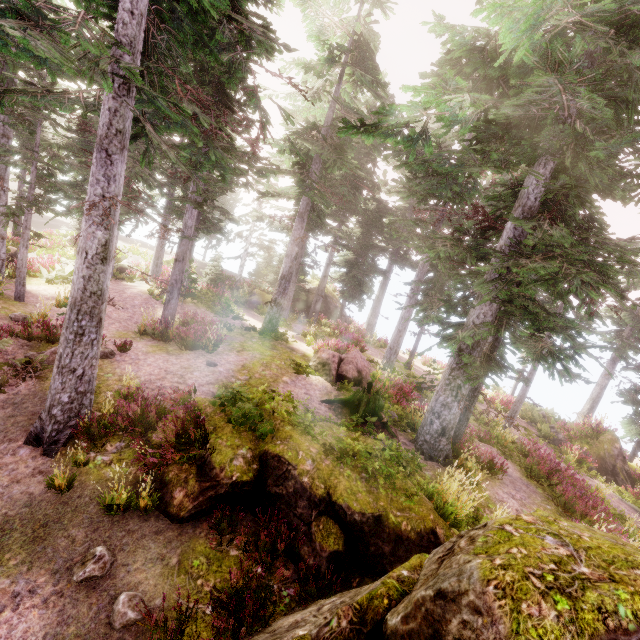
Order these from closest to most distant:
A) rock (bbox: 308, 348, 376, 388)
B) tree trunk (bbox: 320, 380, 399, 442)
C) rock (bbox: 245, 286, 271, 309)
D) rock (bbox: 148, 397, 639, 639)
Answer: rock (bbox: 148, 397, 639, 639)
tree trunk (bbox: 320, 380, 399, 442)
rock (bbox: 308, 348, 376, 388)
rock (bbox: 245, 286, 271, 309)

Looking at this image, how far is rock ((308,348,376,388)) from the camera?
14.49m

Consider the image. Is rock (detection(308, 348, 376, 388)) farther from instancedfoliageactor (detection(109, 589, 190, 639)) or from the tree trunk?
the tree trunk

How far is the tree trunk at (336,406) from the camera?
11.40m

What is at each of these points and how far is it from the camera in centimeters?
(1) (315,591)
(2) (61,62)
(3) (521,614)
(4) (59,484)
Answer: (1) instancedfoliageactor, 559cm
(2) instancedfoliageactor, 395cm
(3) rock, 223cm
(4) instancedfoliageactor, 640cm

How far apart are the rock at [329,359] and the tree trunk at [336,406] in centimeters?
160cm

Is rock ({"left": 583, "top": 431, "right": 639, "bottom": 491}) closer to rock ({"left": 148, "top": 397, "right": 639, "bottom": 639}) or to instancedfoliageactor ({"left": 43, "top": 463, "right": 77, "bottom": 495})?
instancedfoliageactor ({"left": 43, "top": 463, "right": 77, "bottom": 495})

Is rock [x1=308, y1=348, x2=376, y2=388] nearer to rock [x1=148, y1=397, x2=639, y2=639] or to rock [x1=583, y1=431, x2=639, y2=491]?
rock [x1=148, y1=397, x2=639, y2=639]
